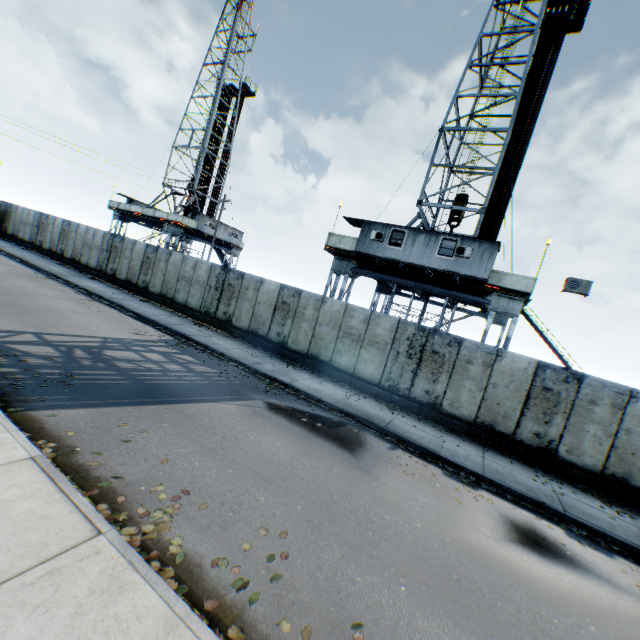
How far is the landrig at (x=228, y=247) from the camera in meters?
36.9

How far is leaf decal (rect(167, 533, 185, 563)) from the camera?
4.00m

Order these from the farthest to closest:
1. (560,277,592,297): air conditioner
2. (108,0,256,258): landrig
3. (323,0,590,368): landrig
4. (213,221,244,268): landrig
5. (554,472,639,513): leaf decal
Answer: (213,221,244,268): landrig
(108,0,256,258): landrig
(323,0,590,368): landrig
(560,277,592,297): air conditioner
(554,472,639,513): leaf decal

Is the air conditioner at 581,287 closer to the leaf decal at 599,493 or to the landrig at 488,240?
the landrig at 488,240

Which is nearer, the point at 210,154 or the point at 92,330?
the point at 92,330

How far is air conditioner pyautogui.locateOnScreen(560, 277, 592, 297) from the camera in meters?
12.9

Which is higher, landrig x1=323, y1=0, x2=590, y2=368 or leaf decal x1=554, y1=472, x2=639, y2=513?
landrig x1=323, y1=0, x2=590, y2=368

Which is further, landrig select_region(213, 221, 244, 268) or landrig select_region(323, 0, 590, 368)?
landrig select_region(213, 221, 244, 268)
